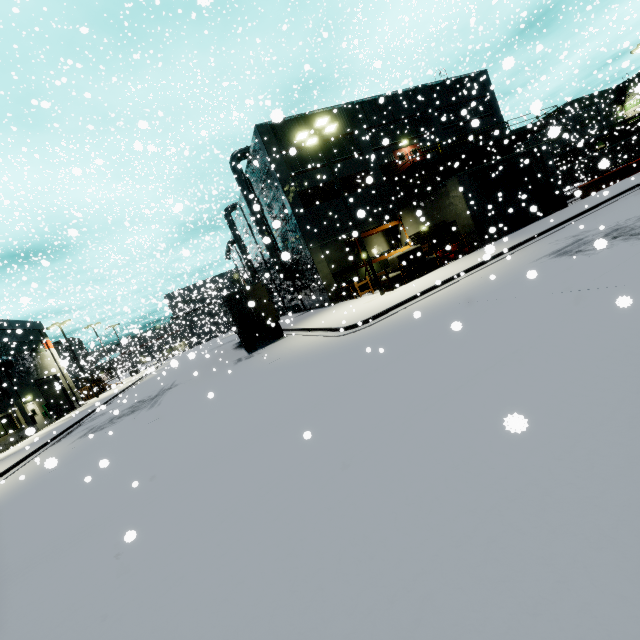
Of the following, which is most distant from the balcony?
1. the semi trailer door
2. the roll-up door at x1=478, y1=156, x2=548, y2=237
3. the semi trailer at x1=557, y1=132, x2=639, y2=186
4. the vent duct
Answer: the semi trailer door

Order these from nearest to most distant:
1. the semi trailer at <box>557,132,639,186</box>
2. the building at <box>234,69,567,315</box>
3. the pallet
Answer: the building at <box>234,69,567,315</box>
the pallet
the semi trailer at <box>557,132,639,186</box>

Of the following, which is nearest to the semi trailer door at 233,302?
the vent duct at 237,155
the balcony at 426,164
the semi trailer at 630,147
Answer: the semi trailer at 630,147

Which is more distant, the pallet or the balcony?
the balcony

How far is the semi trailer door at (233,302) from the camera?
19.4m

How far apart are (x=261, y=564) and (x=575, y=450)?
3.2m

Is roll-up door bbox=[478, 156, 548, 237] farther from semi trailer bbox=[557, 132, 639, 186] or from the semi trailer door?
the semi trailer door

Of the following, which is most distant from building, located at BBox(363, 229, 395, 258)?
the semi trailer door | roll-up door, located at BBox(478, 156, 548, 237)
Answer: the semi trailer door
